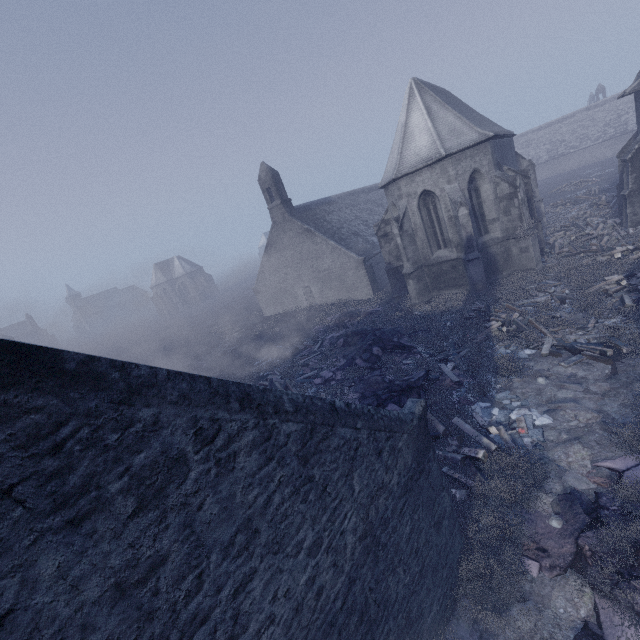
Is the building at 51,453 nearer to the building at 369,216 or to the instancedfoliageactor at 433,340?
the instancedfoliageactor at 433,340

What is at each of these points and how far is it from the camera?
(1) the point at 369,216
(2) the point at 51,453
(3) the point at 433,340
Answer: (1) building, 32.9m
(2) building, 1.9m
(3) instancedfoliageactor, 14.2m

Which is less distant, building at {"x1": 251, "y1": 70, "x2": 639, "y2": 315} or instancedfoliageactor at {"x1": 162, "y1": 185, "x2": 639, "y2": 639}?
instancedfoliageactor at {"x1": 162, "y1": 185, "x2": 639, "y2": 639}

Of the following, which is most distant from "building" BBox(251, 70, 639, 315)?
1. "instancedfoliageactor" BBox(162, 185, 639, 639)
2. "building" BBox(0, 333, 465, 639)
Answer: "building" BBox(0, 333, 465, 639)

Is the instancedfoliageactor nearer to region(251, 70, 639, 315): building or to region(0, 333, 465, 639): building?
region(0, 333, 465, 639): building

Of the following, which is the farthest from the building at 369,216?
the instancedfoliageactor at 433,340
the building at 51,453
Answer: the building at 51,453
